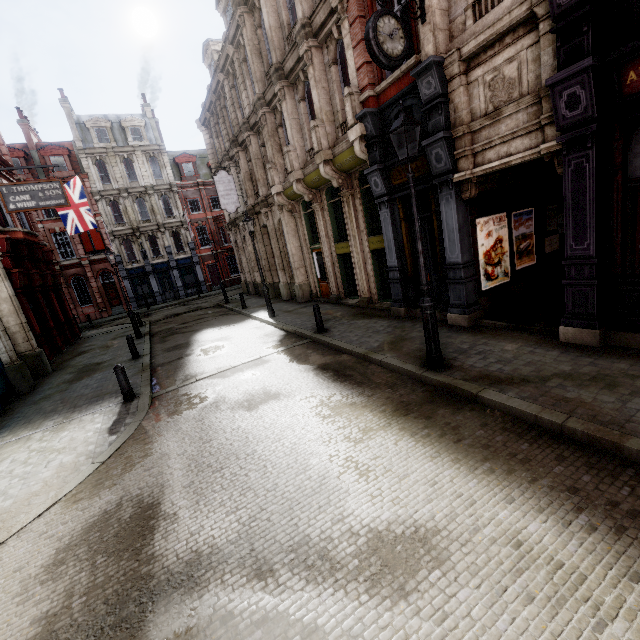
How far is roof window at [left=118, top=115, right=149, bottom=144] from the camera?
33.8m

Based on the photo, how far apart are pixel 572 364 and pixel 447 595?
4.7 meters

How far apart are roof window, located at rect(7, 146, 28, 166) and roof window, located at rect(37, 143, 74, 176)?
1.0 meters

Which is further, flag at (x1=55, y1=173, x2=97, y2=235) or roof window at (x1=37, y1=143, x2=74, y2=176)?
roof window at (x1=37, y1=143, x2=74, y2=176)

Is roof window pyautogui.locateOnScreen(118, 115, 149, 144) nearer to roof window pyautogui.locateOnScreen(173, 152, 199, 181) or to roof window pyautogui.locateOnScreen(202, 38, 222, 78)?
roof window pyautogui.locateOnScreen(173, 152, 199, 181)

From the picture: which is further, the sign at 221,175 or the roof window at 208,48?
the roof window at 208,48

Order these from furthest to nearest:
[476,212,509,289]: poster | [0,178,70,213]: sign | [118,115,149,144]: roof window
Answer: [118,115,149,144]: roof window < [0,178,70,213]: sign < [476,212,509,289]: poster

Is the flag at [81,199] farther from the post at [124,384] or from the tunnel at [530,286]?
the tunnel at [530,286]
